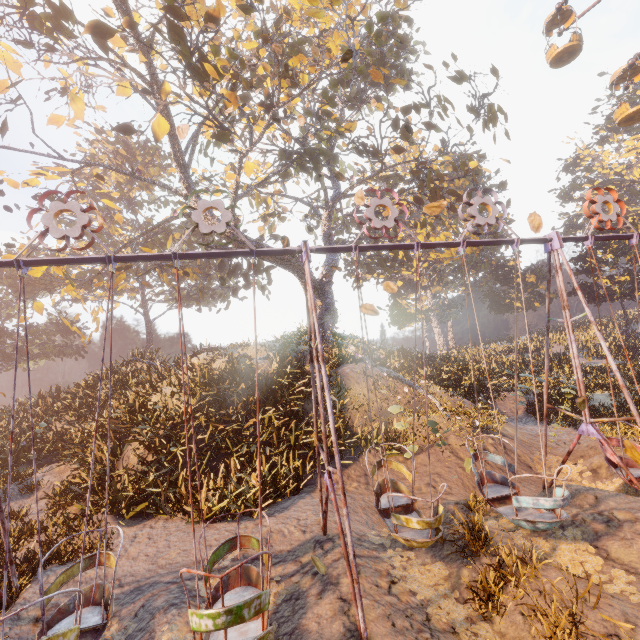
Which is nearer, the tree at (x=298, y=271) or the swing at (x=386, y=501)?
the swing at (x=386, y=501)

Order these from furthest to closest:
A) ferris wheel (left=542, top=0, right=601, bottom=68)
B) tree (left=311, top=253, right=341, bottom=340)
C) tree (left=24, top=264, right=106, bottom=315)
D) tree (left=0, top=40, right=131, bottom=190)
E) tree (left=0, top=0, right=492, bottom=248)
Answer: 1. tree (left=311, top=253, right=341, bottom=340)
2. ferris wheel (left=542, top=0, right=601, bottom=68)
3. tree (left=24, top=264, right=106, bottom=315)
4. tree (left=0, top=40, right=131, bottom=190)
5. tree (left=0, top=0, right=492, bottom=248)

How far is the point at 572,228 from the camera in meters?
59.5 m

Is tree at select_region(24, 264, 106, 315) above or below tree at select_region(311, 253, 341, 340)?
above

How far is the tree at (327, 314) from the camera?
21.64m

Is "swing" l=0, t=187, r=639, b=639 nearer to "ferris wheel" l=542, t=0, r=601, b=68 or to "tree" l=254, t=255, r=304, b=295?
"tree" l=254, t=255, r=304, b=295

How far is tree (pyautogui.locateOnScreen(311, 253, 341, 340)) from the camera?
21.6m

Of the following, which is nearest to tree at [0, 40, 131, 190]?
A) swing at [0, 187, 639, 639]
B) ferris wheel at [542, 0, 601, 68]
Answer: ferris wheel at [542, 0, 601, 68]
